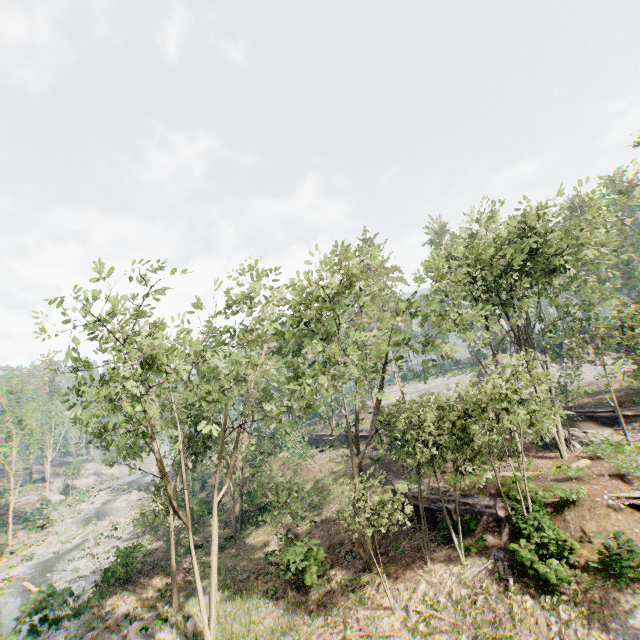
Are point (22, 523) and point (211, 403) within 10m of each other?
no

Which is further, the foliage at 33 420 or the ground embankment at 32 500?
the ground embankment at 32 500

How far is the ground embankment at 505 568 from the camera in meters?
14.7 m

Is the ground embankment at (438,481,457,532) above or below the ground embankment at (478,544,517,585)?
above

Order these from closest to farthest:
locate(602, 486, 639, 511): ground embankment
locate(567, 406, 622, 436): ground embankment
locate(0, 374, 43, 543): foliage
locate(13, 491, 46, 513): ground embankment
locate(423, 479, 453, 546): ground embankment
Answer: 1. locate(602, 486, 639, 511): ground embankment
2. locate(423, 479, 453, 546): ground embankment
3. locate(567, 406, 622, 436): ground embankment
4. locate(0, 374, 43, 543): foliage
5. locate(13, 491, 46, 513): ground embankment

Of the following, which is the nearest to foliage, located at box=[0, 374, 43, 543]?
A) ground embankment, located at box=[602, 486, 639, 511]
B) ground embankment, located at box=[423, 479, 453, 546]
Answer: ground embankment, located at box=[602, 486, 639, 511]

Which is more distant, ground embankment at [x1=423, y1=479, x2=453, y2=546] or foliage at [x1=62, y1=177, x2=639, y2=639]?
ground embankment at [x1=423, y1=479, x2=453, y2=546]
